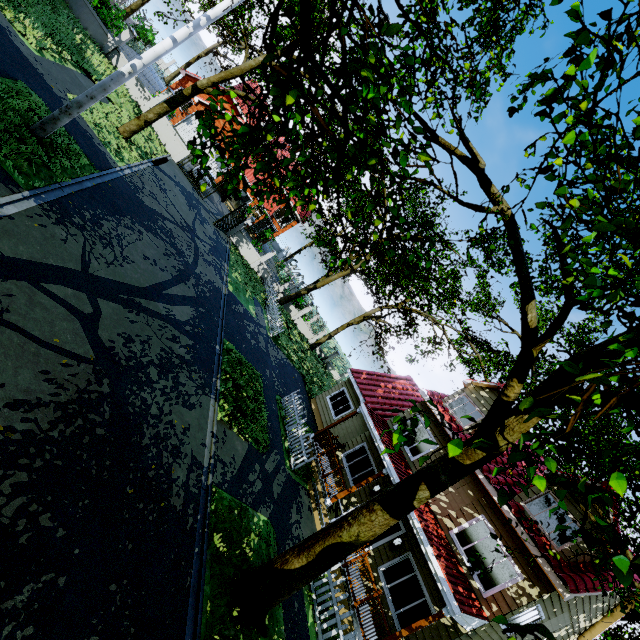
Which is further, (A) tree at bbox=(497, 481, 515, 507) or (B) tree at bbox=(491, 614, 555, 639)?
(A) tree at bbox=(497, 481, 515, 507)

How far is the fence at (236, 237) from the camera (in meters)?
23.41

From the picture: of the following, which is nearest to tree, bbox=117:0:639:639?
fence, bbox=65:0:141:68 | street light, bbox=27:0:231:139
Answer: fence, bbox=65:0:141:68

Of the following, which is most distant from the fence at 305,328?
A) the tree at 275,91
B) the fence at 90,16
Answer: the fence at 90,16

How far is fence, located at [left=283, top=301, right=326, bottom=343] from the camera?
31.1 meters

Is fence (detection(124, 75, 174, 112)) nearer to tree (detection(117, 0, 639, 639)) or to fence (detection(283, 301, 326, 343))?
tree (detection(117, 0, 639, 639))

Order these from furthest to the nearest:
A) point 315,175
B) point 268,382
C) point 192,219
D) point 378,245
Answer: point 378,245 → point 192,219 → point 268,382 → point 315,175

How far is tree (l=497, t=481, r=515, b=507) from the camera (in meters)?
2.90
